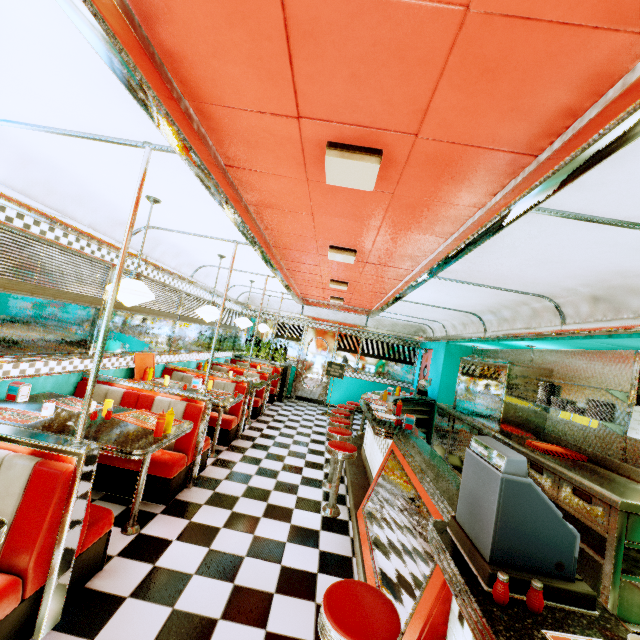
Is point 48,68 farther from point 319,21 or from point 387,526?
point 387,526

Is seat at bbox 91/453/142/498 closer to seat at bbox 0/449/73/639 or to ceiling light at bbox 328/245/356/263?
seat at bbox 0/449/73/639

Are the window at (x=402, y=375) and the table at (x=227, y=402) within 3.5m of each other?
no

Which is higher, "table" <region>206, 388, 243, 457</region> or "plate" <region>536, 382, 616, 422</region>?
"plate" <region>536, 382, 616, 422</region>

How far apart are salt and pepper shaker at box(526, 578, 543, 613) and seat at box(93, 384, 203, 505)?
3.3m

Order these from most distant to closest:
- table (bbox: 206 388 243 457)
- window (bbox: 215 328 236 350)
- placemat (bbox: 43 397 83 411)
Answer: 1. window (bbox: 215 328 236 350)
2. table (bbox: 206 388 243 457)
3. placemat (bbox: 43 397 83 411)

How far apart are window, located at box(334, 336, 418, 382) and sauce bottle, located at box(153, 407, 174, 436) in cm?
806

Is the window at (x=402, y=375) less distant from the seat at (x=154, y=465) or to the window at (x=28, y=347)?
the window at (x=28, y=347)
